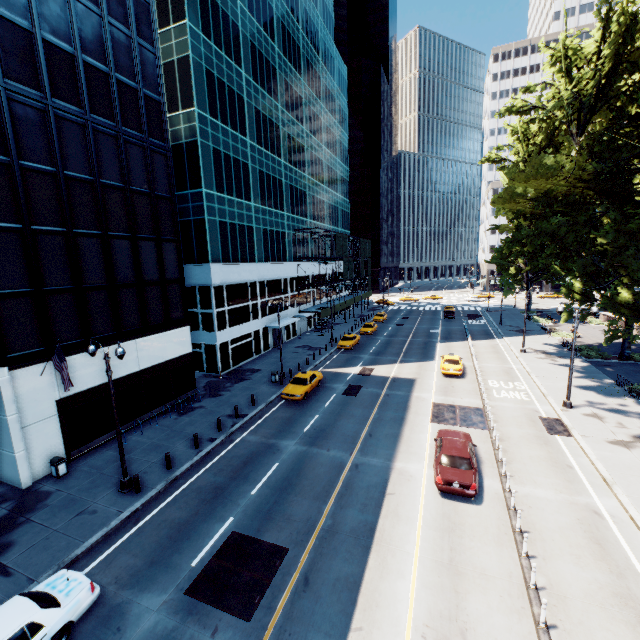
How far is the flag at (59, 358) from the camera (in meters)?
15.80

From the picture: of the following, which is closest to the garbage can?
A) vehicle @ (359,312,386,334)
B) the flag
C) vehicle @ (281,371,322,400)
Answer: the flag

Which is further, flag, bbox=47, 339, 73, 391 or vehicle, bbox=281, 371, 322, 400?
vehicle, bbox=281, 371, 322, 400

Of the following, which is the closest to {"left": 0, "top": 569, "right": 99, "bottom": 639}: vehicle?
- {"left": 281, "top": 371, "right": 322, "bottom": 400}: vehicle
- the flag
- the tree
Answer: the flag

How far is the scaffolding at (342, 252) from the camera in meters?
46.3 m

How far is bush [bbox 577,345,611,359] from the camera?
32.81m

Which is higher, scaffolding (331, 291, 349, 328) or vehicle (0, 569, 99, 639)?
scaffolding (331, 291, 349, 328)

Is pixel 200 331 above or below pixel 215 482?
above
